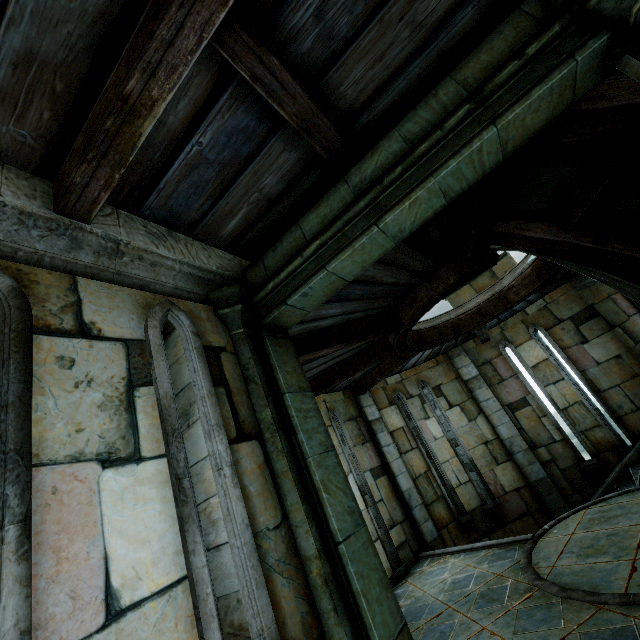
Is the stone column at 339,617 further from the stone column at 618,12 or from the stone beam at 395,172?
the stone column at 618,12

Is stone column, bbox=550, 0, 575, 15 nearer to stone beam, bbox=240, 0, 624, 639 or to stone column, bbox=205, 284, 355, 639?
stone beam, bbox=240, 0, 624, 639

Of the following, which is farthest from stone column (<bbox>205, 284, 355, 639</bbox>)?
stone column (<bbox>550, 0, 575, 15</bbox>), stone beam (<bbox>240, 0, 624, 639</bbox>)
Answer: stone column (<bbox>550, 0, 575, 15</bbox>)

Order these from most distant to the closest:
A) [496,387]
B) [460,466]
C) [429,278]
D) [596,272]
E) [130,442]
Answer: [496,387] < [460,466] < [429,278] < [596,272] < [130,442]

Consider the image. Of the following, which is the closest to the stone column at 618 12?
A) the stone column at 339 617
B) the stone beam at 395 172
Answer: the stone beam at 395 172
